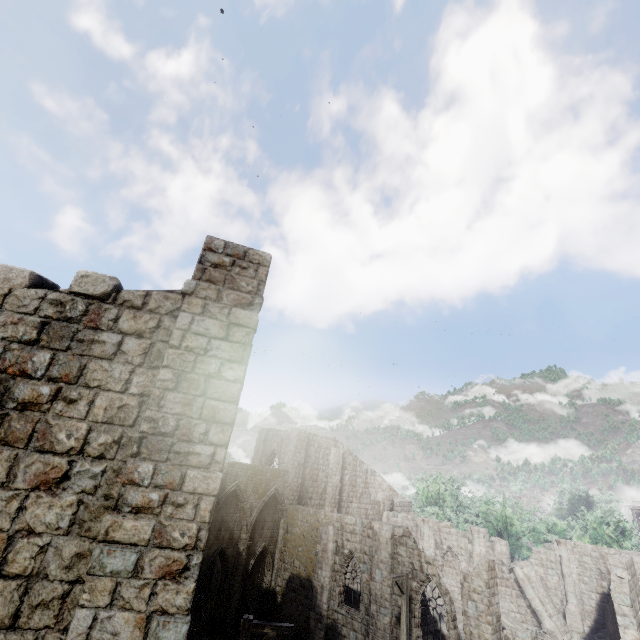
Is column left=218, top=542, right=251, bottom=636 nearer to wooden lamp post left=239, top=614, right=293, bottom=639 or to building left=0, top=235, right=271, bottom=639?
building left=0, top=235, right=271, bottom=639

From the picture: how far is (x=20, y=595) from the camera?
3.92m

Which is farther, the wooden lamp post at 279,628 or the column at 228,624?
the column at 228,624

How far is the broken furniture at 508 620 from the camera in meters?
22.4

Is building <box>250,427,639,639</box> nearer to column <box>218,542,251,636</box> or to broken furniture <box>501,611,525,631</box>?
broken furniture <box>501,611,525,631</box>

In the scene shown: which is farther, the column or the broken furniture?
the broken furniture

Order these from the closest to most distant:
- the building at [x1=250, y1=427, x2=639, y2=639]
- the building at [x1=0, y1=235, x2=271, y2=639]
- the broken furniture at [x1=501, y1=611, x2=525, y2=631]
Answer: the building at [x1=0, y1=235, x2=271, y2=639], the building at [x1=250, y1=427, x2=639, y2=639], the broken furniture at [x1=501, y1=611, x2=525, y2=631]

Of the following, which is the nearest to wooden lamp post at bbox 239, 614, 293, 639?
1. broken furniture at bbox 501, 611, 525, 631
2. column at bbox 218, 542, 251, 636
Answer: column at bbox 218, 542, 251, 636
